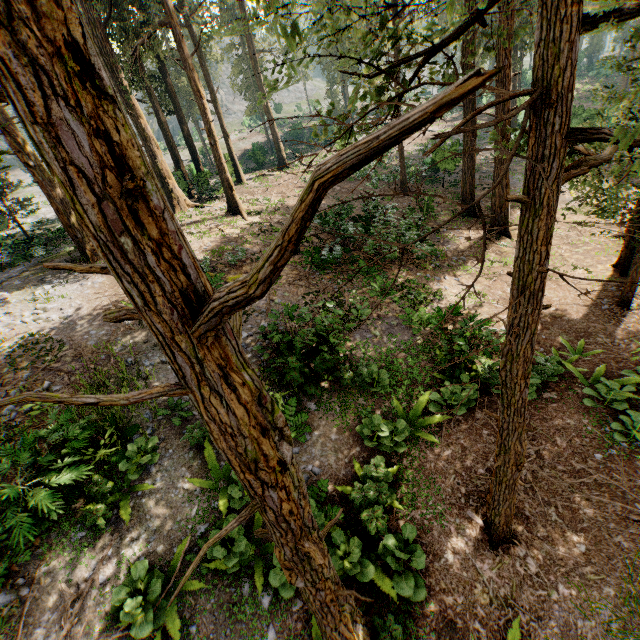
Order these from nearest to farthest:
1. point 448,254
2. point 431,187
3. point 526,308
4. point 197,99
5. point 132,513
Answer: point 526,308, point 132,513, point 448,254, point 197,99, point 431,187
